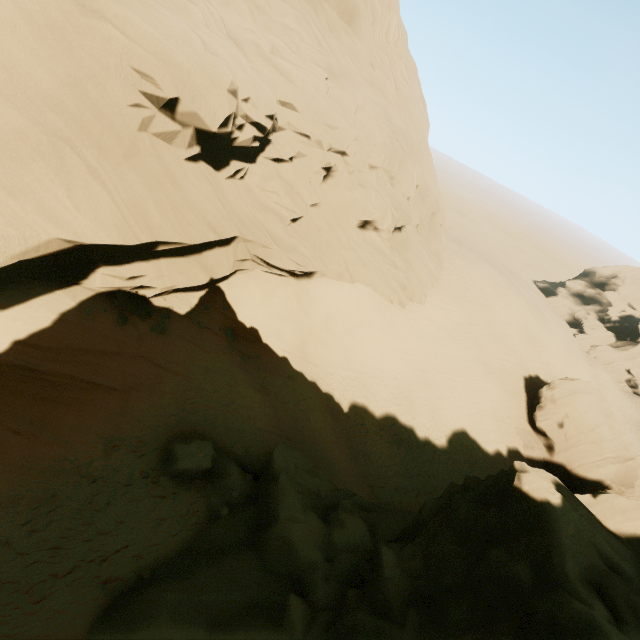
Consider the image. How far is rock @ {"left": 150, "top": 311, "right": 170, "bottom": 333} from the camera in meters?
14.2 m

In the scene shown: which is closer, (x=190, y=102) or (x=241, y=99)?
(x=190, y=102)

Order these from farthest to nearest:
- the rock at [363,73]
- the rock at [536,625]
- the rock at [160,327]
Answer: the rock at [160,327]
the rock at [363,73]
the rock at [536,625]

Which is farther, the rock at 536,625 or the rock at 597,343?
the rock at 597,343

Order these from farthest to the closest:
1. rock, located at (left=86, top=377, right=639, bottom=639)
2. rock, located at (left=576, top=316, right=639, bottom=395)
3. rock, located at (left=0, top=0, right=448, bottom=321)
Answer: rock, located at (left=576, top=316, right=639, bottom=395) < rock, located at (left=0, top=0, right=448, bottom=321) < rock, located at (left=86, top=377, right=639, bottom=639)

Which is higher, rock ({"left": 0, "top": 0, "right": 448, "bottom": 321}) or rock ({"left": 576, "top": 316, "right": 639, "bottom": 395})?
rock ({"left": 0, "top": 0, "right": 448, "bottom": 321})

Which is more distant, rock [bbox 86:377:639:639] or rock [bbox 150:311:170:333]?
rock [bbox 150:311:170:333]
